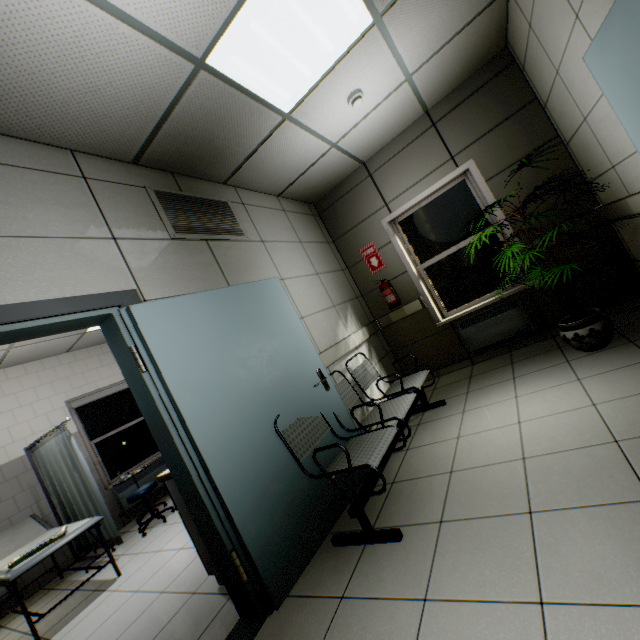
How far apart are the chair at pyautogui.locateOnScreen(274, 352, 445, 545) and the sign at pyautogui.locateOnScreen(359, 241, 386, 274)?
2.90m

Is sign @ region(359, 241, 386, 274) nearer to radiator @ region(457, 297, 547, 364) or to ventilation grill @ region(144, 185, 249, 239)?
radiator @ region(457, 297, 547, 364)

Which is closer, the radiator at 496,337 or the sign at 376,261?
the radiator at 496,337

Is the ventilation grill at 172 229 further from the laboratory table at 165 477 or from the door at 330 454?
the laboratory table at 165 477

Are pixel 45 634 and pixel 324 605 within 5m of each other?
yes

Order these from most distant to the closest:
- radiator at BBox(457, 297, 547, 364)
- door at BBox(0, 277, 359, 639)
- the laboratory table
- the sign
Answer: the sign
radiator at BBox(457, 297, 547, 364)
the laboratory table
door at BBox(0, 277, 359, 639)

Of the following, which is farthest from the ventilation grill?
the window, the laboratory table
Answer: the window

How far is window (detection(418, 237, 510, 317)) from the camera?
4.3 meters
